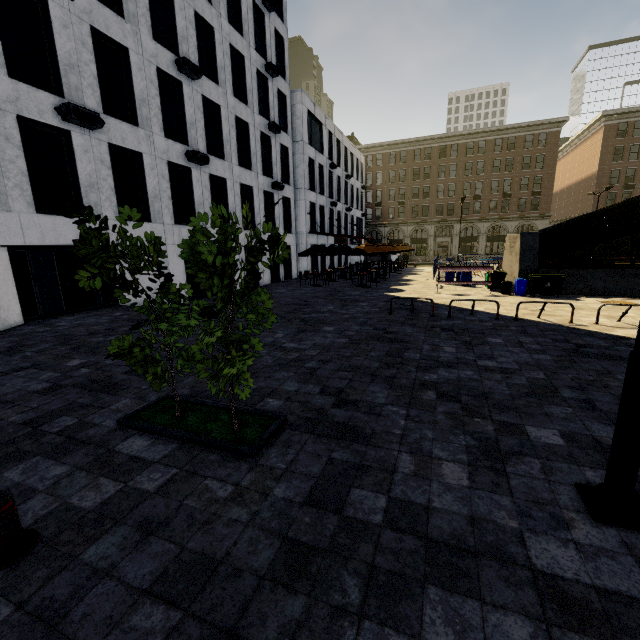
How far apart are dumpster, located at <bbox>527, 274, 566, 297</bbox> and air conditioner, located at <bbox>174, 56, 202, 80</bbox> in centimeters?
1917cm

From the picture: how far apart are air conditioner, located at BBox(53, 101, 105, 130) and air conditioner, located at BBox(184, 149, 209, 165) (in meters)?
4.23

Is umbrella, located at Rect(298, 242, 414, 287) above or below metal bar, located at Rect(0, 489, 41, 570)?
above

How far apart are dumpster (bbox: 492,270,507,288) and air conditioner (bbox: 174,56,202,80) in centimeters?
1841cm

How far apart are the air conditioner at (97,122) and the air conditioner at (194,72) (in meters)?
5.77

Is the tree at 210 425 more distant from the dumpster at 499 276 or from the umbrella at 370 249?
the umbrella at 370 249

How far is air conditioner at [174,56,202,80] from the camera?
15.02m

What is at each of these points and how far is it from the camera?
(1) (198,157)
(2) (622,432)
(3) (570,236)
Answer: (1) air conditioner, 16.1 meters
(2) street light, 3.0 meters
(3) building, 54.1 meters
